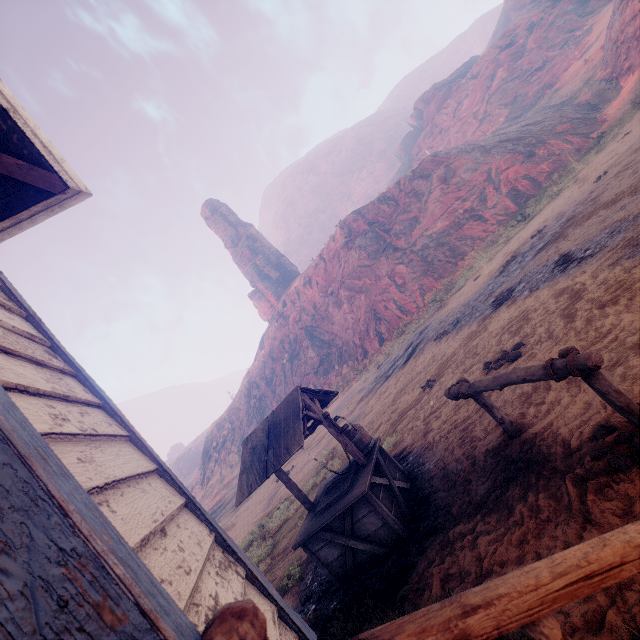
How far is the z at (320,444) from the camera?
9.3m

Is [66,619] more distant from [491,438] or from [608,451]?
[491,438]

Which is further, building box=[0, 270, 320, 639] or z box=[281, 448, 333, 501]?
z box=[281, 448, 333, 501]

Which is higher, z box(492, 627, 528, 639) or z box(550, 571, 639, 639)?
z box(492, 627, 528, 639)

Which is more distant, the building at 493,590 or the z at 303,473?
the z at 303,473

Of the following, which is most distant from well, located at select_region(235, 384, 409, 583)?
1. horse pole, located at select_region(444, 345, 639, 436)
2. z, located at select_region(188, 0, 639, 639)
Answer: horse pole, located at select_region(444, 345, 639, 436)

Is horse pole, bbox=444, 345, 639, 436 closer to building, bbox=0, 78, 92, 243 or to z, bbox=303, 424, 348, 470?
z, bbox=303, 424, 348, 470
